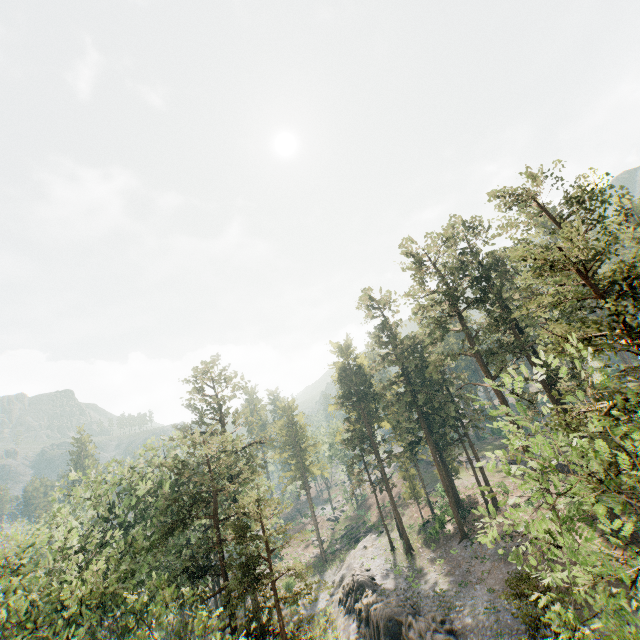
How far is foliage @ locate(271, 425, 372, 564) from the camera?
54.0 meters

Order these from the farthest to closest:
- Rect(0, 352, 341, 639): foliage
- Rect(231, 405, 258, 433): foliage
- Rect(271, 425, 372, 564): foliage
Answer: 1. Rect(271, 425, 372, 564): foliage
2. Rect(231, 405, 258, 433): foliage
3. Rect(0, 352, 341, 639): foliage

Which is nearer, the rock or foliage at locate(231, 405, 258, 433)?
the rock

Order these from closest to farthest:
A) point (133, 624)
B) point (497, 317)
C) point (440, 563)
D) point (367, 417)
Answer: point (133, 624)
point (497, 317)
point (440, 563)
point (367, 417)

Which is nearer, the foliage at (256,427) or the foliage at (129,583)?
the foliage at (129,583)

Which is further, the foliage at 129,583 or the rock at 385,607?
the rock at 385,607
